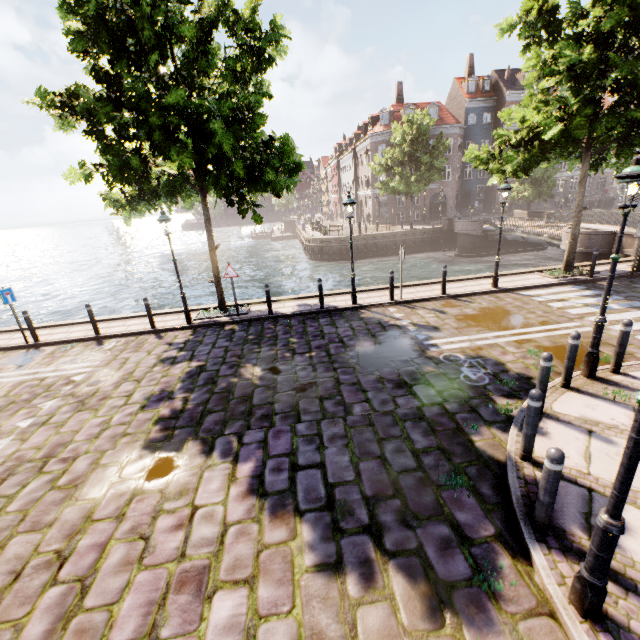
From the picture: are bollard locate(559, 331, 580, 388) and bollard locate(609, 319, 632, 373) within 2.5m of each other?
yes

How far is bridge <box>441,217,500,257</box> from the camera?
28.1m

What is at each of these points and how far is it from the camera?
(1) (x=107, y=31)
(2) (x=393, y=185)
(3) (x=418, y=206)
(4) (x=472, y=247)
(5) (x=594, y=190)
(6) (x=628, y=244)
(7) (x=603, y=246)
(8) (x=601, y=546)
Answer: (1) tree, 7.38m
(2) tree, 29.92m
(3) building, 41.81m
(4) bridge, 29.28m
(5) building, 43.75m
(6) bridge, 15.91m
(7) bridge, 16.78m
(8) street light, 2.60m

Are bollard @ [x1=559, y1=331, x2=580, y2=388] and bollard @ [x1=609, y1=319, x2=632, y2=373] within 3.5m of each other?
yes

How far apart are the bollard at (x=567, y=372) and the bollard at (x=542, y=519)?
3.3 meters

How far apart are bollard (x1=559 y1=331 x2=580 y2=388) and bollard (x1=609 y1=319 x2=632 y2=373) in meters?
1.2

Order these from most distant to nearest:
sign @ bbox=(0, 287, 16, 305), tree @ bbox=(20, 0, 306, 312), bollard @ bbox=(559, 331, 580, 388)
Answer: sign @ bbox=(0, 287, 16, 305) < tree @ bbox=(20, 0, 306, 312) < bollard @ bbox=(559, 331, 580, 388)

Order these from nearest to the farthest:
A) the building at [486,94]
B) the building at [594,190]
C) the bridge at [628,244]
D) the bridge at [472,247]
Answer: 1. the bridge at [628,244]
2. the bridge at [472,247]
3. the building at [486,94]
4. the building at [594,190]
